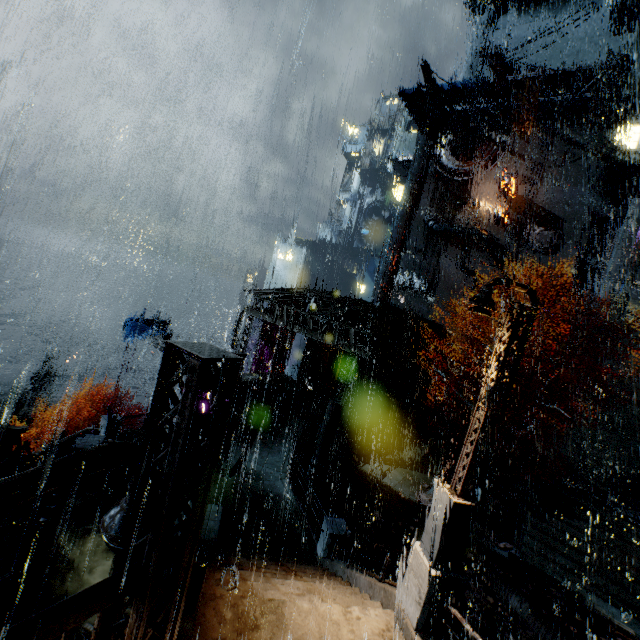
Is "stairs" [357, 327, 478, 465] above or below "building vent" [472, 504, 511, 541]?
above

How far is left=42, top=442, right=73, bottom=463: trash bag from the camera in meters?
12.2 m

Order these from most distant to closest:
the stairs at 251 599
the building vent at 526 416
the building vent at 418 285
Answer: the building vent at 418 285
the building vent at 526 416
the stairs at 251 599

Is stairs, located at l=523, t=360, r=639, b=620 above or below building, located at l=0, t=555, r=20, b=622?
above

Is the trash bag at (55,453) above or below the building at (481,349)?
A: below

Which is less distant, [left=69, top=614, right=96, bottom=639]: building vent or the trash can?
[left=69, top=614, right=96, bottom=639]: building vent

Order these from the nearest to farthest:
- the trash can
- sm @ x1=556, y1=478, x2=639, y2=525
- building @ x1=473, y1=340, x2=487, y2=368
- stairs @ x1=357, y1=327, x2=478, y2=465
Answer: sm @ x1=556, y1=478, x2=639, y2=525 → the trash can → stairs @ x1=357, y1=327, x2=478, y2=465 → building @ x1=473, y1=340, x2=487, y2=368

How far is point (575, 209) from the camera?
33.7m
